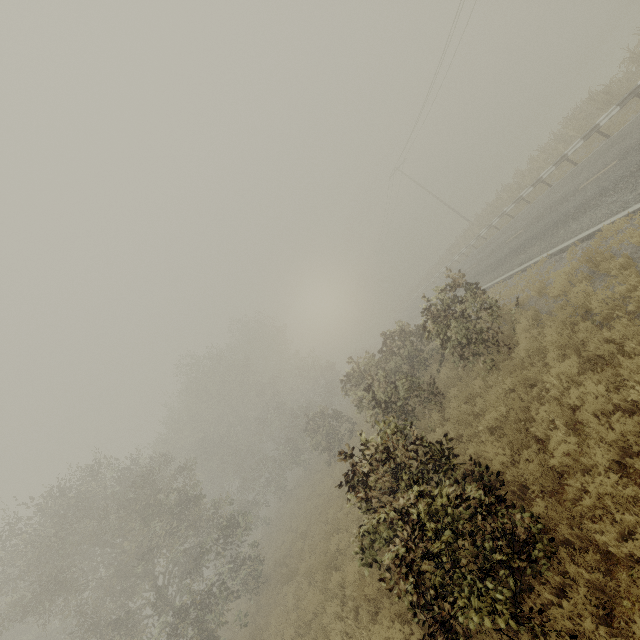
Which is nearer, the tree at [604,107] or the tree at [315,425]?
the tree at [315,425]

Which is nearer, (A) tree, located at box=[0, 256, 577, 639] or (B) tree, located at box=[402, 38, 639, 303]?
(A) tree, located at box=[0, 256, 577, 639]

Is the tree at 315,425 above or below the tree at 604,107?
above

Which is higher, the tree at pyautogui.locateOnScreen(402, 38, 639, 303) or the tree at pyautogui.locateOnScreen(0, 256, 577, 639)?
the tree at pyautogui.locateOnScreen(0, 256, 577, 639)

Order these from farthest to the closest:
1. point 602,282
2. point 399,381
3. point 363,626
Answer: point 399,381, point 602,282, point 363,626
